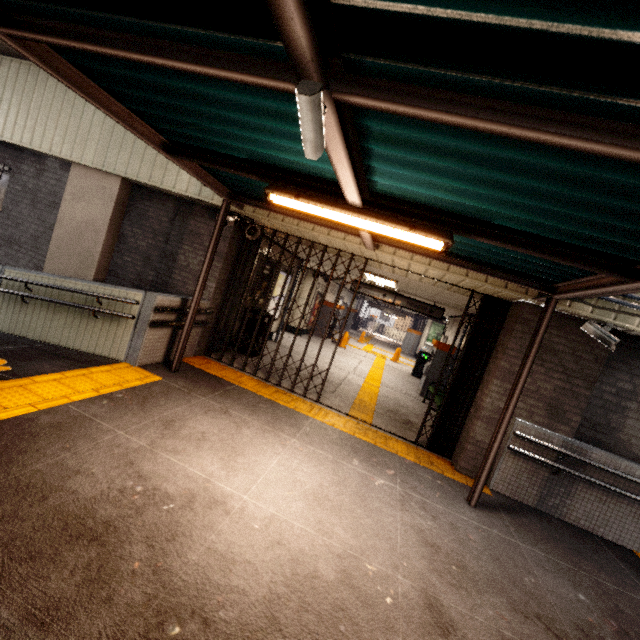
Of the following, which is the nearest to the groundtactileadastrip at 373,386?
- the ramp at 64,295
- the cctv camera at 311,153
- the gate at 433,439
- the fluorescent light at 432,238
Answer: the gate at 433,439

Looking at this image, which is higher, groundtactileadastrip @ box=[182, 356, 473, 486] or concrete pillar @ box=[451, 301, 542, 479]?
concrete pillar @ box=[451, 301, 542, 479]

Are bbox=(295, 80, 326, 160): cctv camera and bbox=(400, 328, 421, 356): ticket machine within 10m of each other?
no

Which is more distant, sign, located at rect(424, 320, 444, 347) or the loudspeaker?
sign, located at rect(424, 320, 444, 347)

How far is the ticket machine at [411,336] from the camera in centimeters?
2277cm

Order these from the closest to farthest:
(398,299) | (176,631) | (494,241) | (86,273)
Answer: (176,631) < (494,241) < (86,273) < (398,299)

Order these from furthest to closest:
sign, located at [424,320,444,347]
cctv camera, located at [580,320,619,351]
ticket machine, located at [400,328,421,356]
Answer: ticket machine, located at [400,328,421,356] → sign, located at [424,320,444,347] → cctv camera, located at [580,320,619,351]

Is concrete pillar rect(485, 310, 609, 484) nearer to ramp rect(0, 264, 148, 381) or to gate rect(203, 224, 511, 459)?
gate rect(203, 224, 511, 459)
